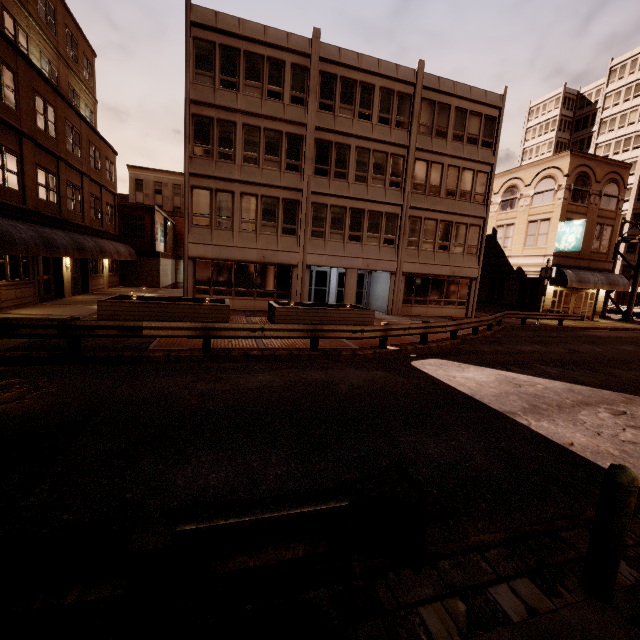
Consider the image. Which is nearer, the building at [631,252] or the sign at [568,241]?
the sign at [568,241]

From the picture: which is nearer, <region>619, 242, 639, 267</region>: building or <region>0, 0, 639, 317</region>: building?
<region>0, 0, 639, 317</region>: building

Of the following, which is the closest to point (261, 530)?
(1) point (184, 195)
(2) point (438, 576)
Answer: (2) point (438, 576)

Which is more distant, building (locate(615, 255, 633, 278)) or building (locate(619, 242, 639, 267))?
building (locate(615, 255, 633, 278))

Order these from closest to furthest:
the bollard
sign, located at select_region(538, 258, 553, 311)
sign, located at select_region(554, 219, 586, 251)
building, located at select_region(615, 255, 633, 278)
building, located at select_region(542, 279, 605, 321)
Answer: the bollard, sign, located at select_region(538, 258, 553, 311), sign, located at select_region(554, 219, 586, 251), building, located at select_region(542, 279, 605, 321), building, located at select_region(615, 255, 633, 278)

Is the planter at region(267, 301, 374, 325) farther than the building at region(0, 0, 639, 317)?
No

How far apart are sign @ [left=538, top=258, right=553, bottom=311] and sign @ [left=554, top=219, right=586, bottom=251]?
3.5m

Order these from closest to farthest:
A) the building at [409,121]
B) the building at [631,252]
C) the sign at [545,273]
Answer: the building at [409,121]
the sign at [545,273]
the building at [631,252]
